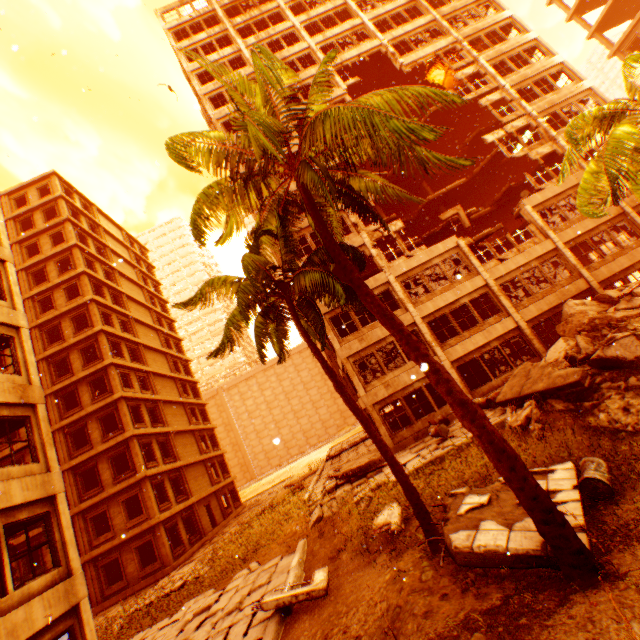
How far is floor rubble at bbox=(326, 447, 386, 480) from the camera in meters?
15.6 m

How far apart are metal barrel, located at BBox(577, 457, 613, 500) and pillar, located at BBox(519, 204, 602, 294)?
15.23m

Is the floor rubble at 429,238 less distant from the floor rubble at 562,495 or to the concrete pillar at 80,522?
the floor rubble at 562,495

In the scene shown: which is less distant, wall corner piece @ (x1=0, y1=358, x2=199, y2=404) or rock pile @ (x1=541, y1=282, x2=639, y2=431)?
rock pile @ (x1=541, y1=282, x2=639, y2=431)

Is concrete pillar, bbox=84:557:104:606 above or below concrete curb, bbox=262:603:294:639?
above

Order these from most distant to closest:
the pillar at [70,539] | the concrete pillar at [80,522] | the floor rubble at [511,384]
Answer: the concrete pillar at [80,522]
the floor rubble at [511,384]
the pillar at [70,539]

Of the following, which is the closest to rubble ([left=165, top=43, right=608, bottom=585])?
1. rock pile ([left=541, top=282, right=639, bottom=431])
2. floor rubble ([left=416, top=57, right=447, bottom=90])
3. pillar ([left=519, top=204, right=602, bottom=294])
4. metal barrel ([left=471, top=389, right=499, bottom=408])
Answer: rock pile ([left=541, top=282, right=639, bottom=431])

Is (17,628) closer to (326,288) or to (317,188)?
(326,288)
